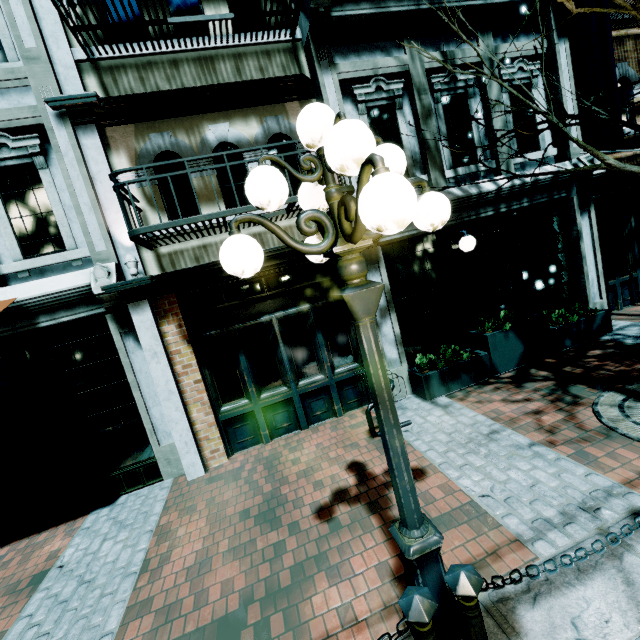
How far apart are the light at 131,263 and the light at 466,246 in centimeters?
580cm

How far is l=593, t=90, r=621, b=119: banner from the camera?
6.06m

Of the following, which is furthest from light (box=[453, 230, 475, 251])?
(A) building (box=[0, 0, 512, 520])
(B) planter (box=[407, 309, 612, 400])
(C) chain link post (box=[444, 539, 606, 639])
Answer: (C) chain link post (box=[444, 539, 606, 639])

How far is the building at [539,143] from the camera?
6.82m

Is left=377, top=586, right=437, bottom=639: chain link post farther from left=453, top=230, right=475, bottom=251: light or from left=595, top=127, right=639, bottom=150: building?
left=453, top=230, right=475, bottom=251: light

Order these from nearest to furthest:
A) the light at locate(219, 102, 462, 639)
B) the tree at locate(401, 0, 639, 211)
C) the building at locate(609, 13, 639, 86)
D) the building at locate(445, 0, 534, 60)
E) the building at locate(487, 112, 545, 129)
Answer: the light at locate(219, 102, 462, 639), the tree at locate(401, 0, 639, 211), the building at locate(445, 0, 534, 60), the building at locate(487, 112, 545, 129), the building at locate(609, 13, 639, 86)

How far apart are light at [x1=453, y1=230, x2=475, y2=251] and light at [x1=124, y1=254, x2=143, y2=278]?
5.8 meters

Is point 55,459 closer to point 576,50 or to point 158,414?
point 158,414
